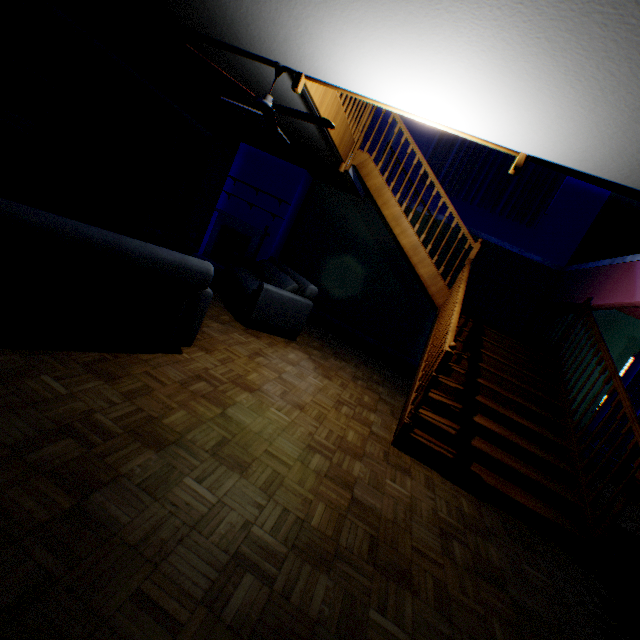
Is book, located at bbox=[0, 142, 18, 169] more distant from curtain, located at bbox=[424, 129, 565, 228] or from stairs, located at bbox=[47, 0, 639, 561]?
curtain, located at bbox=[424, 129, 565, 228]

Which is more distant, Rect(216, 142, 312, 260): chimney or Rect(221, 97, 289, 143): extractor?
Rect(216, 142, 312, 260): chimney

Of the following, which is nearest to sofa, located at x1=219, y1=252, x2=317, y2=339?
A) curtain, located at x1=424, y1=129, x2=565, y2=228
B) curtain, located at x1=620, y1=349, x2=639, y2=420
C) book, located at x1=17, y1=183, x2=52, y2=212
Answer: book, located at x1=17, y1=183, x2=52, y2=212

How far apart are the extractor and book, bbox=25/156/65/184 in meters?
3.2

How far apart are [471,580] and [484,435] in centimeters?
208cm

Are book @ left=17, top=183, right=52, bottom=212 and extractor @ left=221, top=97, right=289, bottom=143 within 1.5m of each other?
no

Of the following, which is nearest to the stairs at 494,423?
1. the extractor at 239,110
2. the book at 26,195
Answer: the extractor at 239,110

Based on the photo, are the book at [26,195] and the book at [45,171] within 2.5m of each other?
yes
